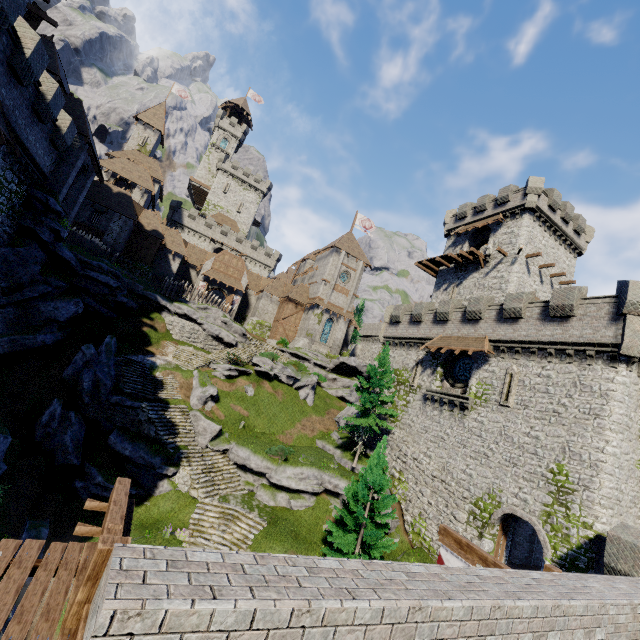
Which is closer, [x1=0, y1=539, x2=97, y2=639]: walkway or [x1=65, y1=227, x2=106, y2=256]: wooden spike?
[x1=0, y1=539, x2=97, y2=639]: walkway

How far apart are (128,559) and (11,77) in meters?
20.3 m

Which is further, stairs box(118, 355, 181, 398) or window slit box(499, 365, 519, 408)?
stairs box(118, 355, 181, 398)

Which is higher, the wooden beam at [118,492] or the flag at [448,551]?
the wooden beam at [118,492]

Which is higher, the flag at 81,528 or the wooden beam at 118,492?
the wooden beam at 118,492

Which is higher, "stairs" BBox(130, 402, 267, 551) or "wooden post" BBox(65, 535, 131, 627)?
"wooden post" BBox(65, 535, 131, 627)

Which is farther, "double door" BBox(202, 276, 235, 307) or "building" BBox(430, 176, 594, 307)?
"double door" BBox(202, 276, 235, 307)

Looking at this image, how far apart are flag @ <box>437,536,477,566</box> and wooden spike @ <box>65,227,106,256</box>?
33.8m
